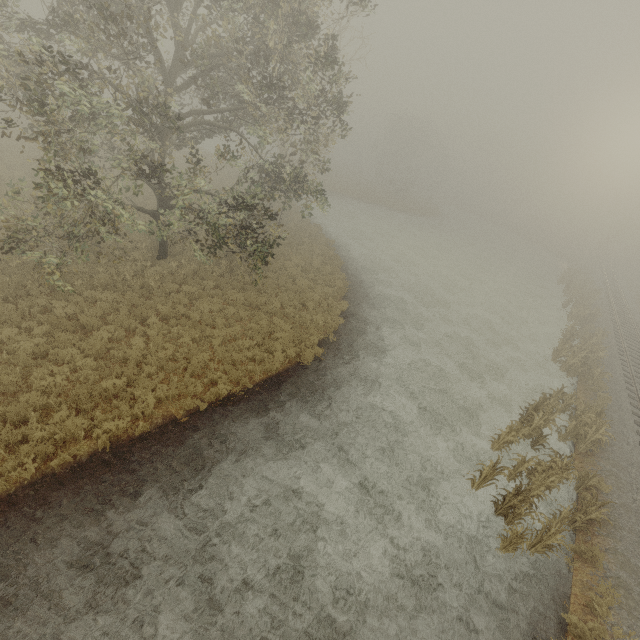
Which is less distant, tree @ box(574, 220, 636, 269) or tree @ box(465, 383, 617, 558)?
tree @ box(465, 383, 617, 558)

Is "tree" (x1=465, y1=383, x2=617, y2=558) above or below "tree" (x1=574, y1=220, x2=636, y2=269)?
below

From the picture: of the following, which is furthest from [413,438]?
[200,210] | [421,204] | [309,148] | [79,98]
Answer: [421,204]

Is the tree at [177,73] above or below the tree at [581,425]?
above

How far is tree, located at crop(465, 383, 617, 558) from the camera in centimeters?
928cm

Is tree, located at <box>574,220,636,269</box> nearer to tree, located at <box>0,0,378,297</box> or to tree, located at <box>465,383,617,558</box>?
tree, located at <box>465,383,617,558</box>

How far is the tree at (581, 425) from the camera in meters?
9.3 m
